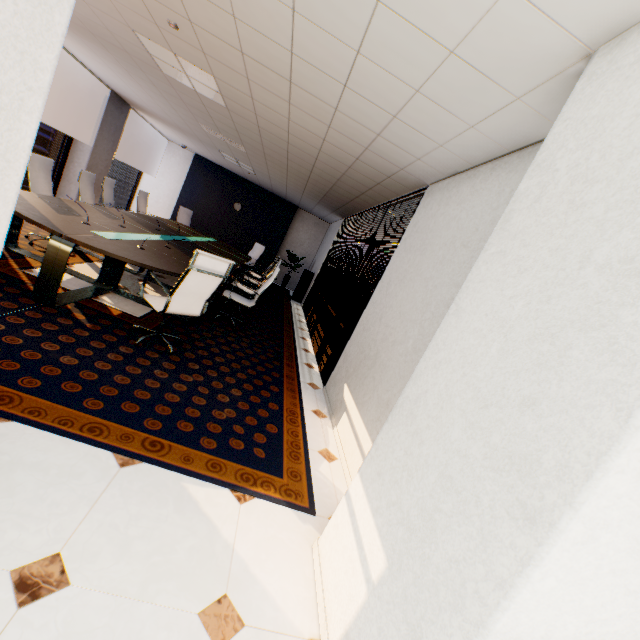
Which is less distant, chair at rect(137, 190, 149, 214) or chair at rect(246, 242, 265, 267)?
chair at rect(137, 190, 149, 214)

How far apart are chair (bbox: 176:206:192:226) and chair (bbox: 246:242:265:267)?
1.67m

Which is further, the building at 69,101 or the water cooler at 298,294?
the building at 69,101

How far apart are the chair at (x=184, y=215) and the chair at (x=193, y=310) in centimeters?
692cm

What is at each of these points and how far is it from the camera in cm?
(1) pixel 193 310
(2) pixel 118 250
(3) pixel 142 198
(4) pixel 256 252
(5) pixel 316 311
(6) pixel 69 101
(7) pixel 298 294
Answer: (1) chair, 340
(2) table, 338
(3) chair, 817
(4) chair, 1049
(5) blinds, 762
(6) building, 5738
(7) water cooler, 1070

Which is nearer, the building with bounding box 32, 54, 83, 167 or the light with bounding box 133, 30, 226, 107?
the light with bounding box 133, 30, 226, 107

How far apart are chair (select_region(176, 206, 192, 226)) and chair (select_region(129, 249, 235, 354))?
6.92m

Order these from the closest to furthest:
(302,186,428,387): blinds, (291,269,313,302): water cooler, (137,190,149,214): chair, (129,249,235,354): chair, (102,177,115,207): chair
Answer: (129,249,235,354): chair → (302,186,428,387): blinds → (102,177,115,207): chair → (137,190,149,214): chair → (291,269,313,302): water cooler
